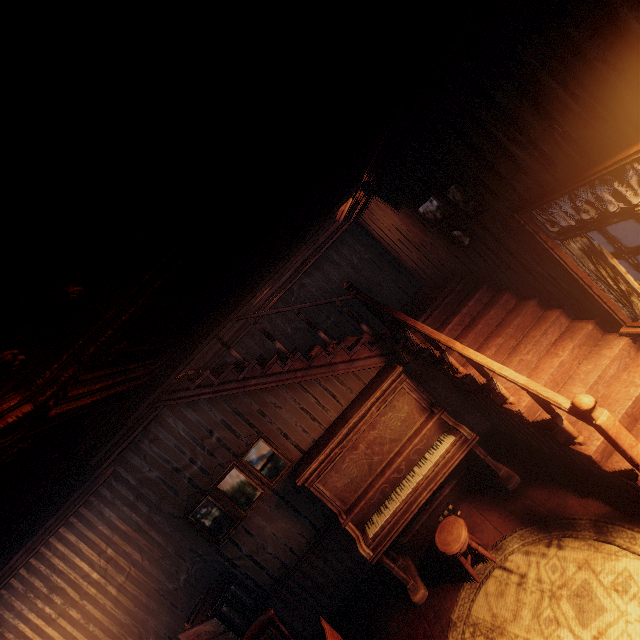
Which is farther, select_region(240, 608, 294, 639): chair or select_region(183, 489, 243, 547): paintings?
select_region(183, 489, 243, 547): paintings

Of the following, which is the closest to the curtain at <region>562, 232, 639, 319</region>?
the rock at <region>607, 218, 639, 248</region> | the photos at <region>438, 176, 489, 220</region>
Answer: the photos at <region>438, 176, 489, 220</region>

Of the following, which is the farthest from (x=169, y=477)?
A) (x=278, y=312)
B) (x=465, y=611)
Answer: (x=465, y=611)

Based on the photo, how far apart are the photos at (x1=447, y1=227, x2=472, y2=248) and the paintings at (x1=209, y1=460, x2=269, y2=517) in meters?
3.7

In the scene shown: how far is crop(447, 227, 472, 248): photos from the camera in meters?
3.9 m

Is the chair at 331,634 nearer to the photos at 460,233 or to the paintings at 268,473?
the paintings at 268,473

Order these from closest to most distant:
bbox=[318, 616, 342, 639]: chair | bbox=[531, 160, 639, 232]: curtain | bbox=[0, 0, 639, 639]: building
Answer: bbox=[0, 0, 639, 639]: building → bbox=[531, 160, 639, 232]: curtain → bbox=[318, 616, 342, 639]: chair

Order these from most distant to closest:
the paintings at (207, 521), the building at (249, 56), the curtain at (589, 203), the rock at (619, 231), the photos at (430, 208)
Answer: the rock at (619, 231), the paintings at (207, 521), the photos at (430, 208), the curtain at (589, 203), the building at (249, 56)
